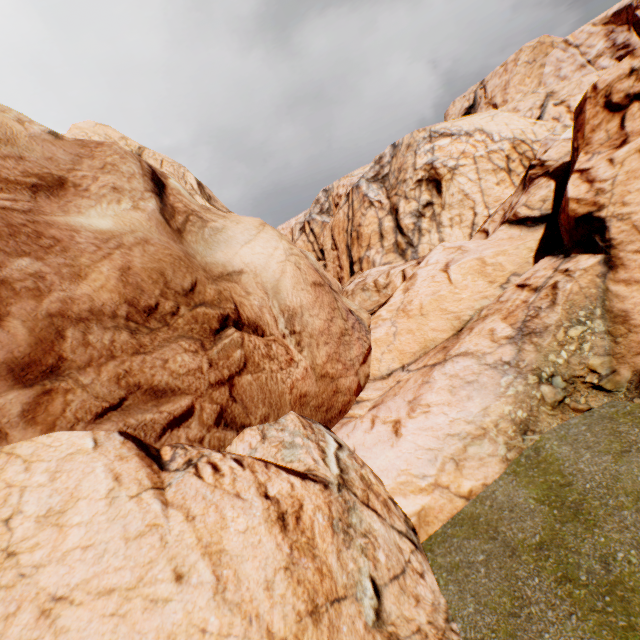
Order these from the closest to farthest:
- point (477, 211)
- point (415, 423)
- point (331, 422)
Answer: point (415, 423)
point (331, 422)
point (477, 211)
